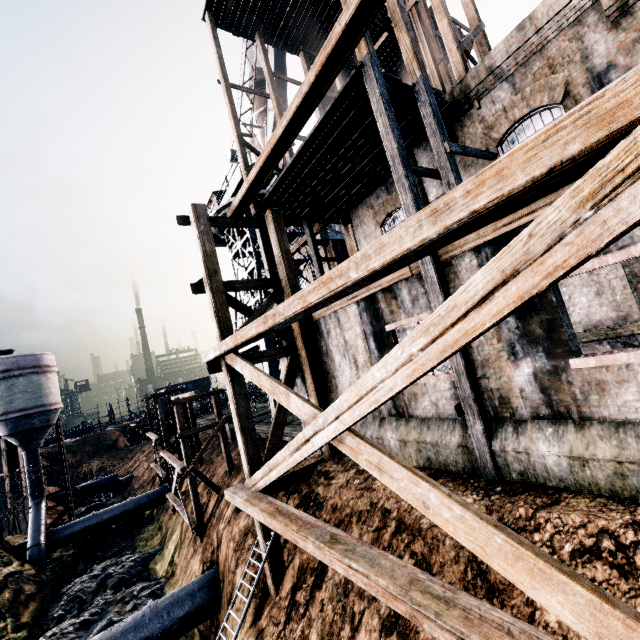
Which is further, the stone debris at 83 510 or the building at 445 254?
the stone debris at 83 510

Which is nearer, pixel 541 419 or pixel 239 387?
pixel 541 419

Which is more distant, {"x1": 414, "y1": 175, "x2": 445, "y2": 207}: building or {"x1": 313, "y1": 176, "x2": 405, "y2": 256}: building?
{"x1": 313, "y1": 176, "x2": 405, "y2": 256}: building

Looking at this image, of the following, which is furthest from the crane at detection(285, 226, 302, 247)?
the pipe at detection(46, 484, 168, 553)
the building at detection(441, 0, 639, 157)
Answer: the pipe at detection(46, 484, 168, 553)

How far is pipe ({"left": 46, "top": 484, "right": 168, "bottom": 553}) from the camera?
26.5m

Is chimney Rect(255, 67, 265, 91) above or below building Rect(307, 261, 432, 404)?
above

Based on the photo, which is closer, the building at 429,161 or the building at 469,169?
the building at 469,169
